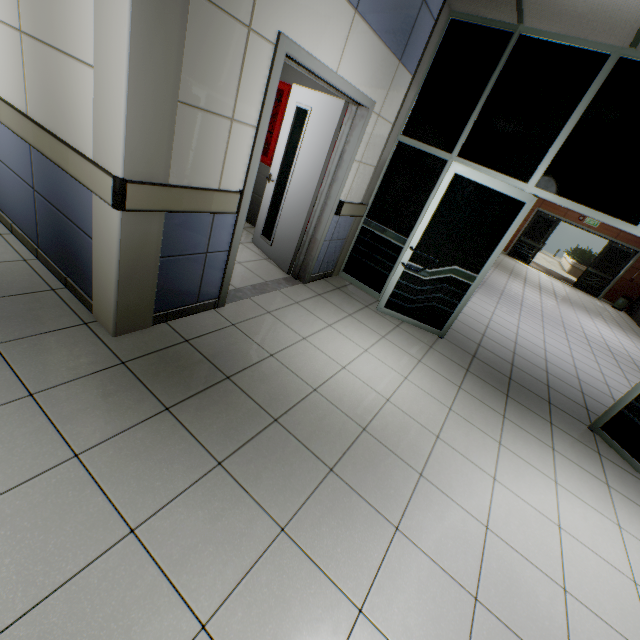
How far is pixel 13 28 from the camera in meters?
2.1

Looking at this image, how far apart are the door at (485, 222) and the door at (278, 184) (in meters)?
0.99

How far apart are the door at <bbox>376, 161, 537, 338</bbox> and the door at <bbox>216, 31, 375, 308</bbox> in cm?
99

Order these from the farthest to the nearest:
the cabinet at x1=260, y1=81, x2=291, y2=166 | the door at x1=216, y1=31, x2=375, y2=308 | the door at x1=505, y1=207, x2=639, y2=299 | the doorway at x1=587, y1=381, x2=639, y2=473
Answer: the door at x1=505, y1=207, x2=639, y2=299, the cabinet at x1=260, y1=81, x2=291, y2=166, the doorway at x1=587, y1=381, x2=639, y2=473, the door at x1=216, y1=31, x2=375, y2=308

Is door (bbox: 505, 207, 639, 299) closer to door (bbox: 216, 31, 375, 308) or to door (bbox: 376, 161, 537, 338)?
door (bbox: 376, 161, 537, 338)

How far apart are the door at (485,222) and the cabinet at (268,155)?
2.43m

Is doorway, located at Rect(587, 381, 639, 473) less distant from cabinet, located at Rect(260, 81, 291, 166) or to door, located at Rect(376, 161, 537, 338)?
door, located at Rect(376, 161, 537, 338)

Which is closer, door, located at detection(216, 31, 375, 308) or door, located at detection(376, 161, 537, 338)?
door, located at detection(216, 31, 375, 308)
